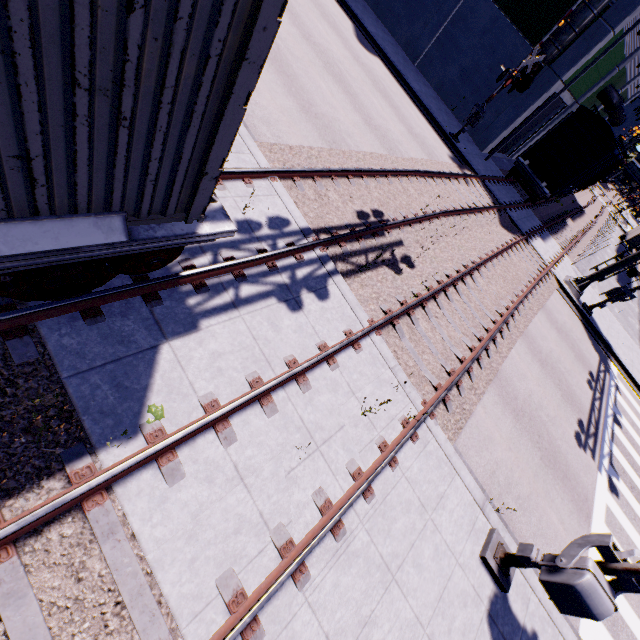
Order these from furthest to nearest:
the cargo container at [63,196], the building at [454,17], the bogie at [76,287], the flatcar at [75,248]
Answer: the building at [454,17] < the bogie at [76,287] < the flatcar at [75,248] < the cargo container at [63,196]

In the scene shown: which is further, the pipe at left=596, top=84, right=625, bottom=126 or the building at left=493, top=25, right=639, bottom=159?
the pipe at left=596, top=84, right=625, bottom=126

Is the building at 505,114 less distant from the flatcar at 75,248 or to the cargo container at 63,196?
the cargo container at 63,196

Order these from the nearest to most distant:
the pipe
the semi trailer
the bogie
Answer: the bogie
the pipe
the semi trailer

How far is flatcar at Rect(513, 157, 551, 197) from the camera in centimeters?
1909cm

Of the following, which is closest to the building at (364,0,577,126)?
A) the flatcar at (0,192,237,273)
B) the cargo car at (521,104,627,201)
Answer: the cargo car at (521,104,627,201)

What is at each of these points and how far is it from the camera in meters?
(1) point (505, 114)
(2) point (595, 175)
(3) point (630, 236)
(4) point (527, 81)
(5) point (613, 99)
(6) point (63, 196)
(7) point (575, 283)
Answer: (1) building, 20.0 m
(2) cargo car, 28.0 m
(3) semi trailer, 38.8 m
(4) vent duct, 18.2 m
(5) pipe, 24.8 m
(6) cargo container, 2.8 m
(7) railroad crossing overhang, 17.5 m

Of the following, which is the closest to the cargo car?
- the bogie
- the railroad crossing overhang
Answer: the railroad crossing overhang
